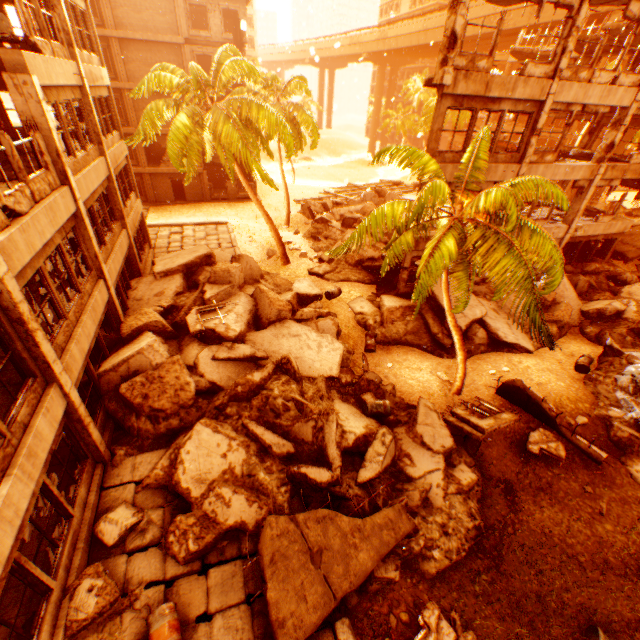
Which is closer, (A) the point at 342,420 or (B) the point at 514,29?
(A) the point at 342,420

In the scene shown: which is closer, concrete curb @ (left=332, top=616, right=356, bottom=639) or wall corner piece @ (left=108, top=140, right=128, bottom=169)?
concrete curb @ (left=332, top=616, right=356, bottom=639)

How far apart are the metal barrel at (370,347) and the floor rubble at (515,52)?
24.8m

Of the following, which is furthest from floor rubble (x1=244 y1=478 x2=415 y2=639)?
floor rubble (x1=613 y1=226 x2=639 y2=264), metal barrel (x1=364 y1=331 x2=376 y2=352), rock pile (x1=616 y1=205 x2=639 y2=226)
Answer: rock pile (x1=616 y1=205 x2=639 y2=226)

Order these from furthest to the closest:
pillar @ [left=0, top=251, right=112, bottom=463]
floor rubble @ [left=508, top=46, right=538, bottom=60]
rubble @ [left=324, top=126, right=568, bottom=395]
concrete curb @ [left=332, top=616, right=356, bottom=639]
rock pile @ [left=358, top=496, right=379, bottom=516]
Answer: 1. floor rubble @ [left=508, top=46, right=538, bottom=60]
2. rock pile @ [left=358, top=496, right=379, bottom=516]
3. rubble @ [left=324, top=126, right=568, bottom=395]
4. concrete curb @ [left=332, top=616, right=356, bottom=639]
5. pillar @ [left=0, top=251, right=112, bottom=463]

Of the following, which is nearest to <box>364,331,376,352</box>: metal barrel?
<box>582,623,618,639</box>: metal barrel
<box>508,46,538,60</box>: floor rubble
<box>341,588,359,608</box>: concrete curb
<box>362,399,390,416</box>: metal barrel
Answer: <box>362,399,390,416</box>: metal barrel

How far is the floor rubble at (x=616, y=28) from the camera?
16.5 meters

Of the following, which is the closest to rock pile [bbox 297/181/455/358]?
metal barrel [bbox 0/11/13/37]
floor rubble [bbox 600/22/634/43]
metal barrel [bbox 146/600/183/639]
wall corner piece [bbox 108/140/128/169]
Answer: metal barrel [bbox 146/600/183/639]
